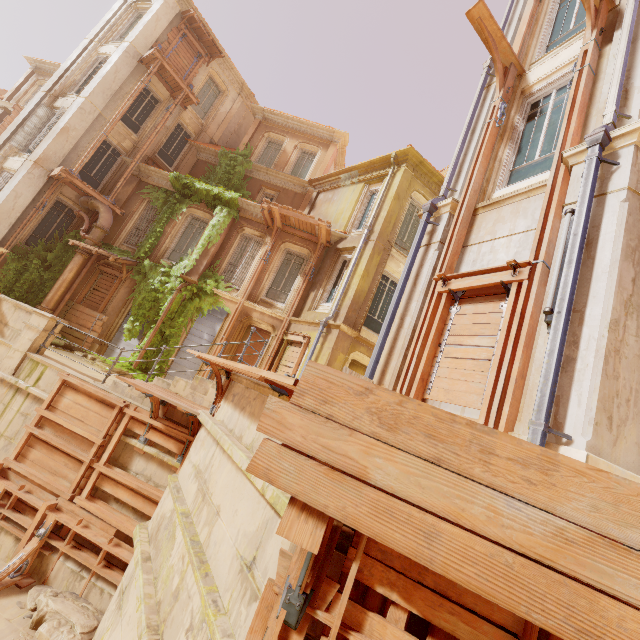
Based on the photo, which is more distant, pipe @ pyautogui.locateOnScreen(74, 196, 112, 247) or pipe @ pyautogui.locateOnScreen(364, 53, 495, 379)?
pipe @ pyautogui.locateOnScreen(74, 196, 112, 247)

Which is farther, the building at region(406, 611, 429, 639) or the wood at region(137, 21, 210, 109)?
the wood at region(137, 21, 210, 109)

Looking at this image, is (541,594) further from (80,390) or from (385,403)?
(80,390)

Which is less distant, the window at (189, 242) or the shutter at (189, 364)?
the shutter at (189, 364)

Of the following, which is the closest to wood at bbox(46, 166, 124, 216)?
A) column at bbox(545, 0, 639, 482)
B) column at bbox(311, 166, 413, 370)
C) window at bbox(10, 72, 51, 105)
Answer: column at bbox(311, 166, 413, 370)

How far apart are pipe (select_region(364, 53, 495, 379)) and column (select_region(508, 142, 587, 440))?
2.0 meters

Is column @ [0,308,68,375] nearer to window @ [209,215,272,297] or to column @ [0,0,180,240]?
window @ [209,215,272,297]

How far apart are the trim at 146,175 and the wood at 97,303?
4.70m
